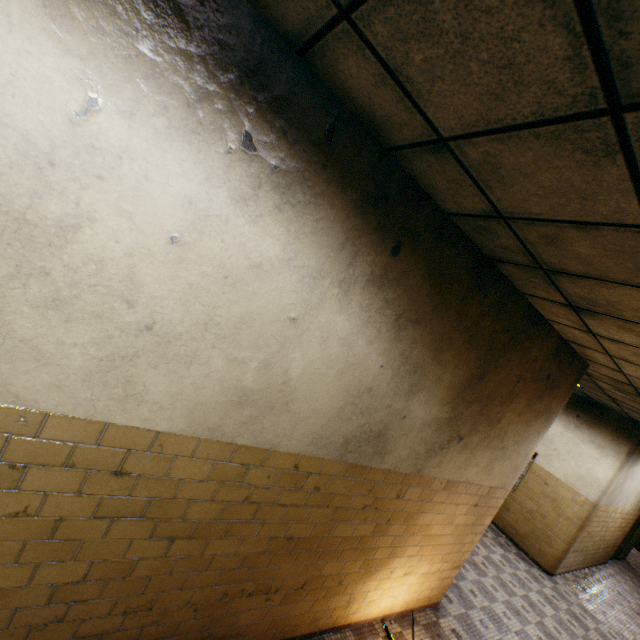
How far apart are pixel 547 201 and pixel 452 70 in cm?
81
